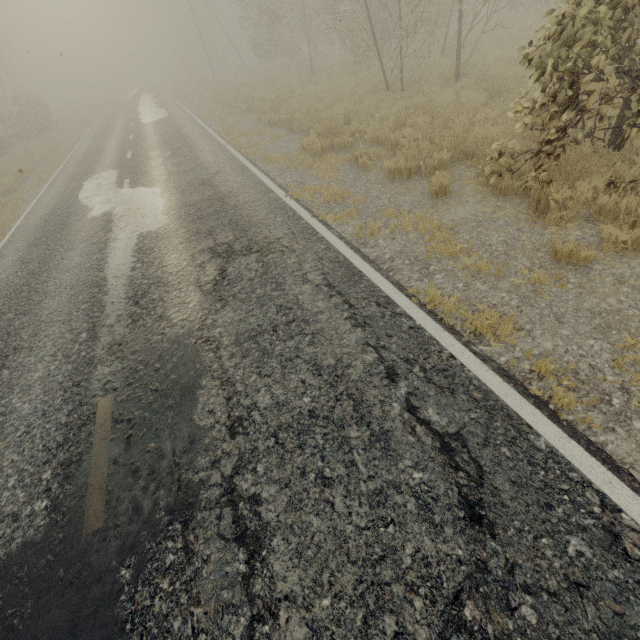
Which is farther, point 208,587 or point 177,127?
point 177,127
